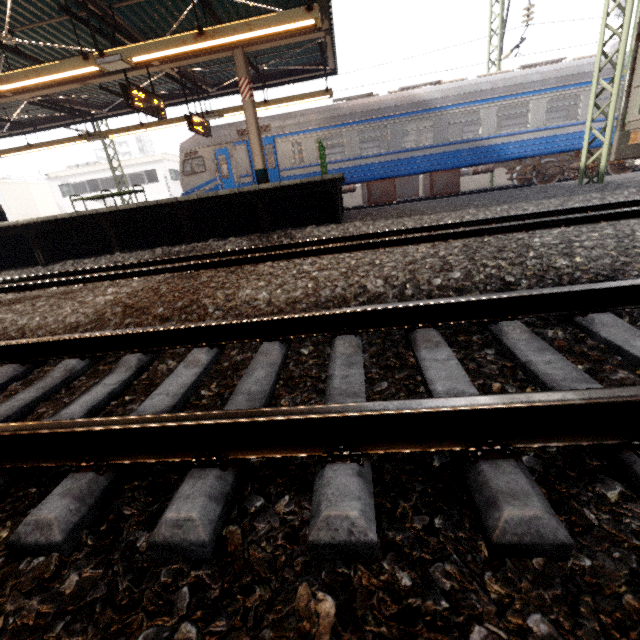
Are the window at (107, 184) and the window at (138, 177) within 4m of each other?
yes

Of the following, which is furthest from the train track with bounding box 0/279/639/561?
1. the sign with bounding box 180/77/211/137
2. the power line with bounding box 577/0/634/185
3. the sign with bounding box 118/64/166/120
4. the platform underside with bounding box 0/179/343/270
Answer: the sign with bounding box 180/77/211/137

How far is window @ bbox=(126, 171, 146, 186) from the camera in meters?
29.7 m

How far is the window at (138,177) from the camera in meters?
29.7 m

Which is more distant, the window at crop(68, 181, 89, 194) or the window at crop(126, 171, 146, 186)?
the window at crop(68, 181, 89, 194)

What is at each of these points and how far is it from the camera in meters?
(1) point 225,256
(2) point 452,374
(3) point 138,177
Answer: (1) train track, 6.2
(2) train track, 1.6
(3) window, 29.8

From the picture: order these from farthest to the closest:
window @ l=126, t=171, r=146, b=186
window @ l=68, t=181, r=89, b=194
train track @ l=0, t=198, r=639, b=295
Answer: window @ l=68, t=181, r=89, b=194 → window @ l=126, t=171, r=146, b=186 → train track @ l=0, t=198, r=639, b=295

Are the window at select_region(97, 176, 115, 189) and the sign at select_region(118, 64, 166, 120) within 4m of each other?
no
